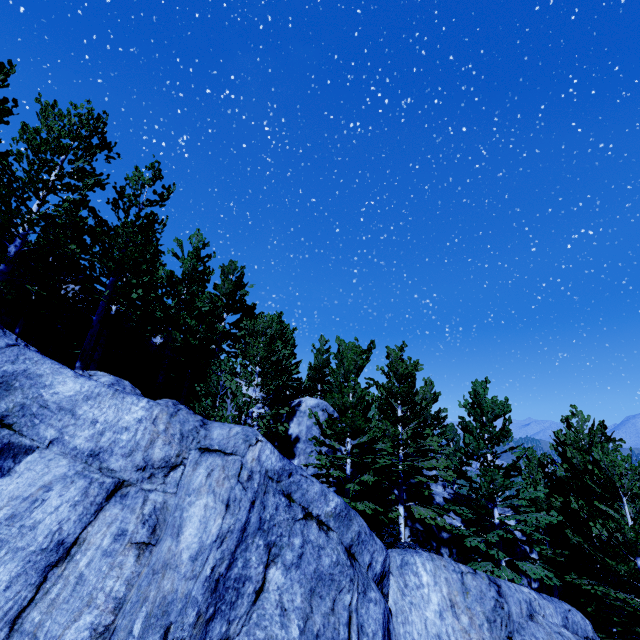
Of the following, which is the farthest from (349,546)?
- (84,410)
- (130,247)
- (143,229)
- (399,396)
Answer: (143,229)

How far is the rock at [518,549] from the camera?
17.61m

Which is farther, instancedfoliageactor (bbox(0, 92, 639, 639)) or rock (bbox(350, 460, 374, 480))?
rock (bbox(350, 460, 374, 480))

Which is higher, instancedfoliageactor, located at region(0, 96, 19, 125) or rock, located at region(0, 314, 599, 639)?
instancedfoliageactor, located at region(0, 96, 19, 125)

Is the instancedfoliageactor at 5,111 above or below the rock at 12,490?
above

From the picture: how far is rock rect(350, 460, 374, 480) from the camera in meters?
17.0
